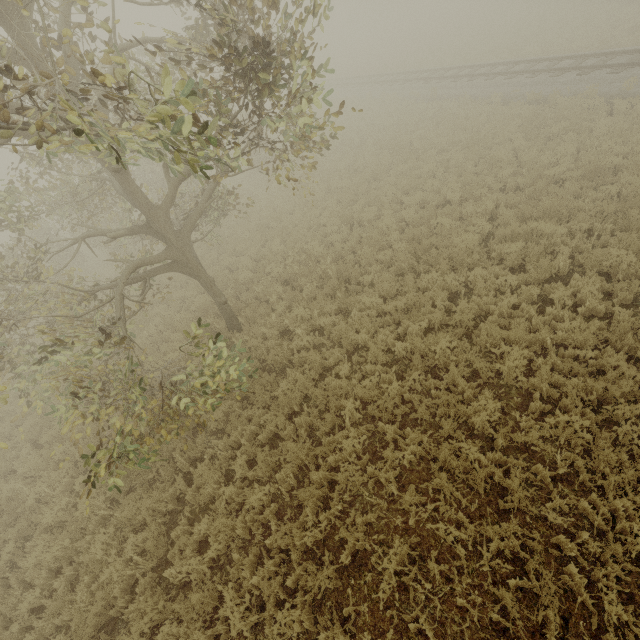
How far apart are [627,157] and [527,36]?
18.93m

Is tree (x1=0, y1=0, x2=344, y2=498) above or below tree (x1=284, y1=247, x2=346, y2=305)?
above

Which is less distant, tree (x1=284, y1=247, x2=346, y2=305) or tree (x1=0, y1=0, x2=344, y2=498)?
tree (x1=0, y1=0, x2=344, y2=498)

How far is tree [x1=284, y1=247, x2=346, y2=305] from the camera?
9.67m

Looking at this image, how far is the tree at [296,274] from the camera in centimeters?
967cm

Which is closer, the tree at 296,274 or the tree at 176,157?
the tree at 176,157
